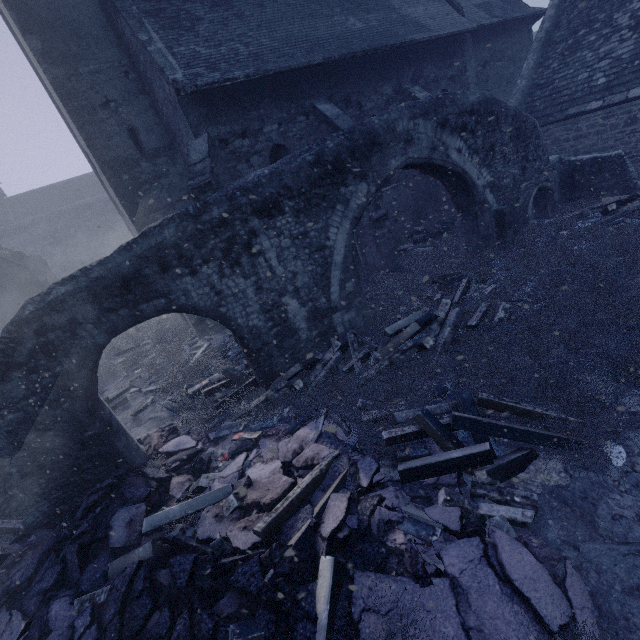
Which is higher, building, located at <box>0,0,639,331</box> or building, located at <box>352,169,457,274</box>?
building, located at <box>0,0,639,331</box>

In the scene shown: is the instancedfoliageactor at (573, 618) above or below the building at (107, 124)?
below

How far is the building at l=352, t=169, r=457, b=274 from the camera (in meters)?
11.44

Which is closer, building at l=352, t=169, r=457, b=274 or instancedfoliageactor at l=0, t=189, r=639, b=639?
instancedfoliageactor at l=0, t=189, r=639, b=639

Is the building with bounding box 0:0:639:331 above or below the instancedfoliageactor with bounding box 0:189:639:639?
above

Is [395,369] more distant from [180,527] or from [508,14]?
[508,14]

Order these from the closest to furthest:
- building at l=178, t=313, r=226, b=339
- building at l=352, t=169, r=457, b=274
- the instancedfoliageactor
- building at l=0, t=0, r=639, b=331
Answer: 1. the instancedfoliageactor
2. building at l=0, t=0, r=639, b=331
3. building at l=352, t=169, r=457, b=274
4. building at l=178, t=313, r=226, b=339

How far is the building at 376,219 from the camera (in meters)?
11.44
